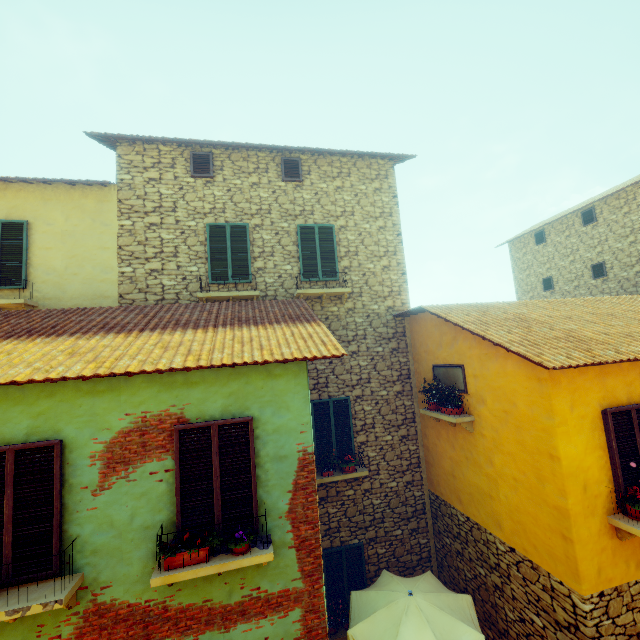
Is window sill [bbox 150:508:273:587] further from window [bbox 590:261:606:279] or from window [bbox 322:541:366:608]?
window [bbox 590:261:606:279]

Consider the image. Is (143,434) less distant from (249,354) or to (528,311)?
(249,354)

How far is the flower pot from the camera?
4.1 meters

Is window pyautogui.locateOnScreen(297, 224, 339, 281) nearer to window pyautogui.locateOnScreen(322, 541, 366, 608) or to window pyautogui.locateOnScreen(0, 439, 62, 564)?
window pyautogui.locateOnScreen(0, 439, 62, 564)

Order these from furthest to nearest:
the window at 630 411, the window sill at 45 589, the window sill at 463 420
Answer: the window sill at 463 420 → the window at 630 411 → the window sill at 45 589

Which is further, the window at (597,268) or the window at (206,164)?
the window at (597,268)

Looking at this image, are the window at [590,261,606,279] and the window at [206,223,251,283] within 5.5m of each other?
no

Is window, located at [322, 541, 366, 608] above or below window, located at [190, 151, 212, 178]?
below
